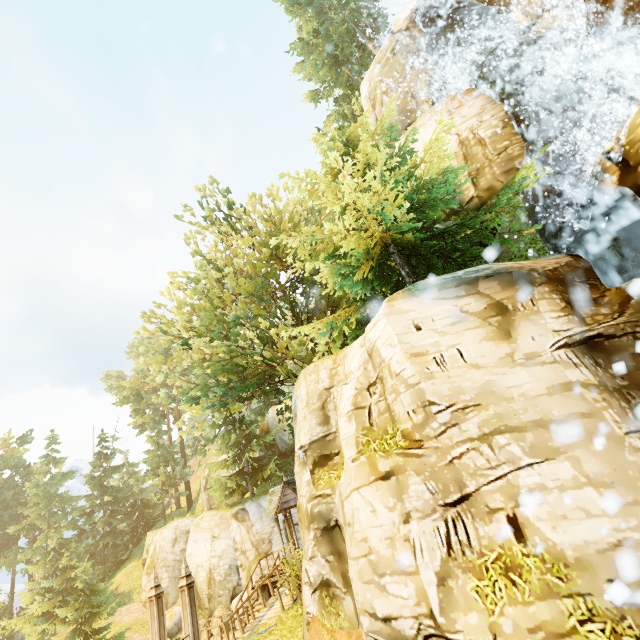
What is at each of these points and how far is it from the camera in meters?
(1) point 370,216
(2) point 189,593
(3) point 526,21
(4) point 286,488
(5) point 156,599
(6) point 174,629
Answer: (1) tree, 8.1
(2) pillar, 9.3
(3) rock, 13.4
(4) building, 18.6
(5) pillar, 9.7
(6) rock, 25.5

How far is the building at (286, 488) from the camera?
18.2 meters

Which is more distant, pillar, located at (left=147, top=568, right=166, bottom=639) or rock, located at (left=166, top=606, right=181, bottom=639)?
rock, located at (left=166, top=606, right=181, bottom=639)

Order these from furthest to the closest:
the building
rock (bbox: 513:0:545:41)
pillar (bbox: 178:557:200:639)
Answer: the building
rock (bbox: 513:0:545:41)
pillar (bbox: 178:557:200:639)

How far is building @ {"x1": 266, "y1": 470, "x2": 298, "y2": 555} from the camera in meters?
18.2

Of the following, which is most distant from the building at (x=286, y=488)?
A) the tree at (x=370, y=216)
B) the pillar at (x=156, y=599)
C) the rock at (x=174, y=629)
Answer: the rock at (x=174, y=629)

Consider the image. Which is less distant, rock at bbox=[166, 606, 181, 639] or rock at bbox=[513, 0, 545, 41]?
rock at bbox=[513, 0, 545, 41]

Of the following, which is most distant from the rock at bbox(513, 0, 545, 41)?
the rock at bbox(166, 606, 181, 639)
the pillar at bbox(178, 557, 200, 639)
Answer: the rock at bbox(166, 606, 181, 639)
